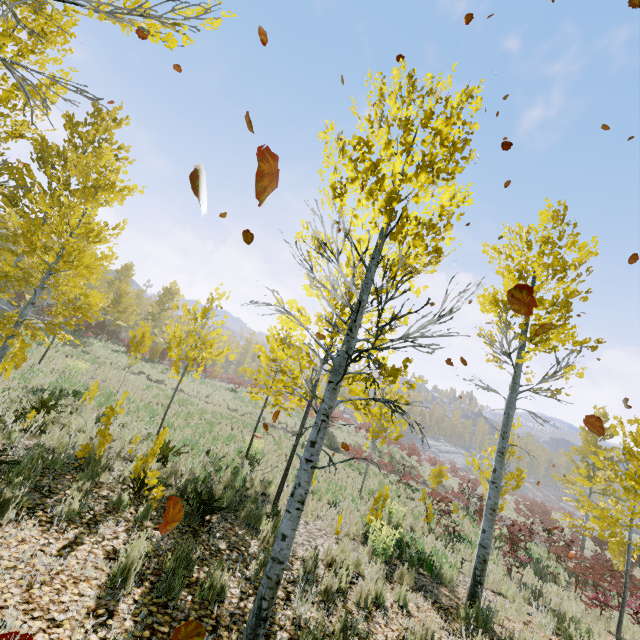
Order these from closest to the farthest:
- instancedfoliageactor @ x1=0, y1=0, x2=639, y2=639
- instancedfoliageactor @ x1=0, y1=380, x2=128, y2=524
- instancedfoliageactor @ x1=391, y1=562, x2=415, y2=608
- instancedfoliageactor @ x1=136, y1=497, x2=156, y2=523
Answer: instancedfoliageactor @ x1=0, y1=0, x2=639, y2=639 < instancedfoliageactor @ x1=0, y1=380, x2=128, y2=524 < instancedfoliageactor @ x1=136, y1=497, x2=156, y2=523 < instancedfoliageactor @ x1=391, y1=562, x2=415, y2=608

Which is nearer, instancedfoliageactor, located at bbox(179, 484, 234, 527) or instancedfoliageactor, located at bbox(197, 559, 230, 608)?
instancedfoliageactor, located at bbox(197, 559, 230, 608)

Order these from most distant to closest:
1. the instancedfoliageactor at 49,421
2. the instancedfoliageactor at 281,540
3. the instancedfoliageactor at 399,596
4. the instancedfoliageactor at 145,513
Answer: the instancedfoliageactor at 399,596
the instancedfoliageactor at 145,513
the instancedfoliageactor at 49,421
the instancedfoliageactor at 281,540

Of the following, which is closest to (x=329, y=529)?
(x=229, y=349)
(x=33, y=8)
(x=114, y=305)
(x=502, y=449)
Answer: (x=502, y=449)

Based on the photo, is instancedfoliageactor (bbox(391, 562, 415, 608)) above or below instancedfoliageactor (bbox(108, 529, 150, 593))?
below

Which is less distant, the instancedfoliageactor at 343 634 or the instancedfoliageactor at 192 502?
the instancedfoliageactor at 343 634
